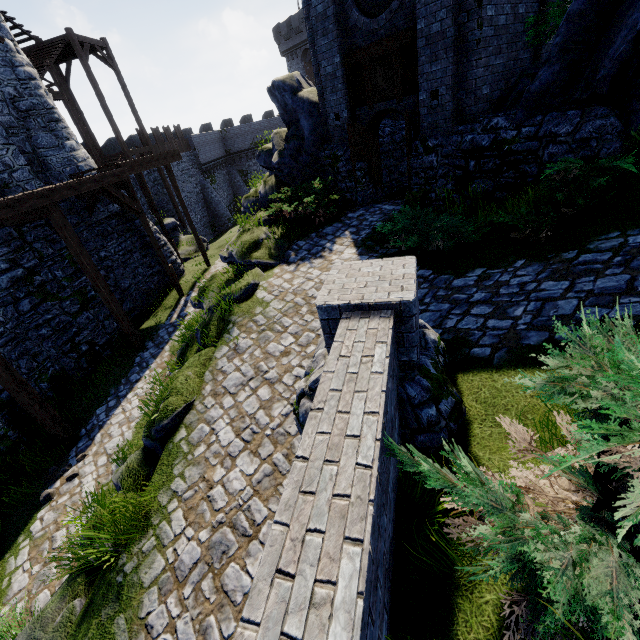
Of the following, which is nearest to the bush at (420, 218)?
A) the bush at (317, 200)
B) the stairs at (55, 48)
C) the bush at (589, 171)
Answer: the bush at (589, 171)

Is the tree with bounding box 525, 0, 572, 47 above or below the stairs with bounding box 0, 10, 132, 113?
below

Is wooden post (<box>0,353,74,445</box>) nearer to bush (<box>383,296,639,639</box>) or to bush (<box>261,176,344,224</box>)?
bush (<box>261,176,344,224</box>)

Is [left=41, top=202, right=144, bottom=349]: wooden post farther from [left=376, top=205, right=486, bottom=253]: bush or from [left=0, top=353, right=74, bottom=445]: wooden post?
[left=376, top=205, right=486, bottom=253]: bush

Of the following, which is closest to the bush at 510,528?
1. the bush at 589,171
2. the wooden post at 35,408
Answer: the bush at 589,171

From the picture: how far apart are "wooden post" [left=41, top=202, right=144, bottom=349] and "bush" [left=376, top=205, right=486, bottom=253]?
9.41m

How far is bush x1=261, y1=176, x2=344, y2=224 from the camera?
10.6 meters

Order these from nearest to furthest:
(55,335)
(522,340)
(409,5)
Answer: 1. (522,340)
2. (409,5)
3. (55,335)
